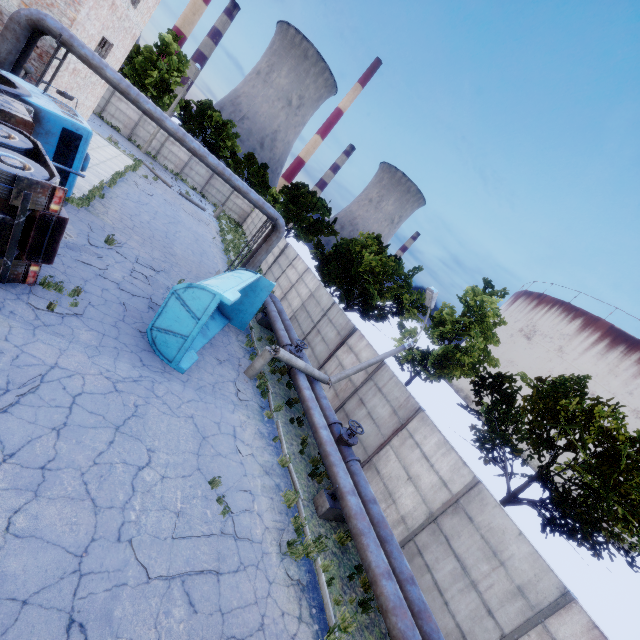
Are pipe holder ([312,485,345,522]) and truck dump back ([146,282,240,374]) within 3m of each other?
no

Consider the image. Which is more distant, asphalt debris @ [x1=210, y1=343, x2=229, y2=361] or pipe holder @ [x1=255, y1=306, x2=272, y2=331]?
pipe holder @ [x1=255, y1=306, x2=272, y2=331]

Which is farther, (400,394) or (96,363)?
(400,394)

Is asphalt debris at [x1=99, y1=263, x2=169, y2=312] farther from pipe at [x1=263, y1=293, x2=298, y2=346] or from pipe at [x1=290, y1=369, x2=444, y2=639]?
pipe at [x1=290, y1=369, x2=444, y2=639]

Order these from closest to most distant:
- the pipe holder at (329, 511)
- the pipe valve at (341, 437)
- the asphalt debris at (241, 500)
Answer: the asphalt debris at (241, 500) < the pipe holder at (329, 511) < the pipe valve at (341, 437)

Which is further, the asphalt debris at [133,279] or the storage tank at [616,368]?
the storage tank at [616,368]

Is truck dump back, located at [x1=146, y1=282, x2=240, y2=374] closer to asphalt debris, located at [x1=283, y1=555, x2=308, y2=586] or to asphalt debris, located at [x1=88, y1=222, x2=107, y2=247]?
asphalt debris, located at [x1=88, y1=222, x2=107, y2=247]

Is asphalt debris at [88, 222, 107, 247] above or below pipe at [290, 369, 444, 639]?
below
